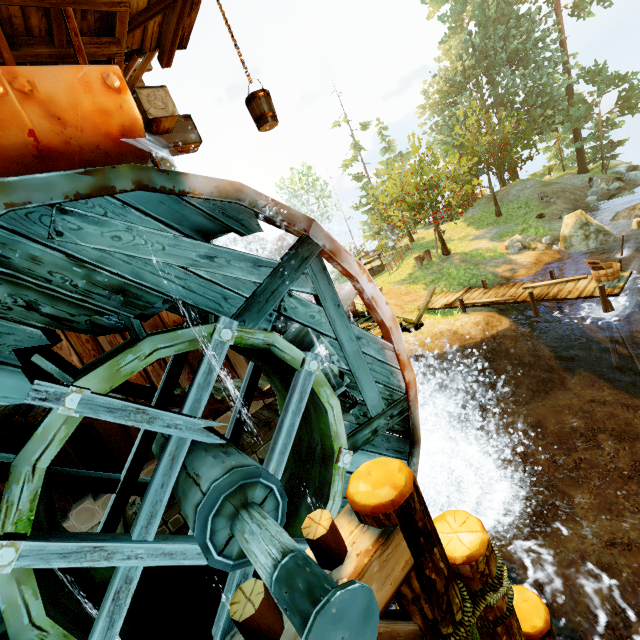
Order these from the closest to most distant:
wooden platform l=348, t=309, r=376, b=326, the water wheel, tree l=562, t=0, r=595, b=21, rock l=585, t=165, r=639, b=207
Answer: the water wheel < wooden platform l=348, t=309, r=376, b=326 < rock l=585, t=165, r=639, b=207 < tree l=562, t=0, r=595, b=21

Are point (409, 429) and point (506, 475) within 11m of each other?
yes

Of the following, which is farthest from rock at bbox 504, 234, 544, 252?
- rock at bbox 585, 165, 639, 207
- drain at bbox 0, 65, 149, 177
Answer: drain at bbox 0, 65, 149, 177

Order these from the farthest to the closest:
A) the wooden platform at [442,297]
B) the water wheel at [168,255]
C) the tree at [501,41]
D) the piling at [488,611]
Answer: the tree at [501,41] < the wooden platform at [442,297] < the piling at [488,611] < the water wheel at [168,255]

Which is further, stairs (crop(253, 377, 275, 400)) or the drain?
stairs (crop(253, 377, 275, 400))

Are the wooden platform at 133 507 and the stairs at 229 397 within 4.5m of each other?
yes

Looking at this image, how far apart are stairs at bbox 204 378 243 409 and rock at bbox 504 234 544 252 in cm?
1717

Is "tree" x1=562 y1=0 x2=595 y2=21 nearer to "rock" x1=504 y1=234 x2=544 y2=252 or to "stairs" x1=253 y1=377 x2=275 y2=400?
"rock" x1=504 y1=234 x2=544 y2=252
